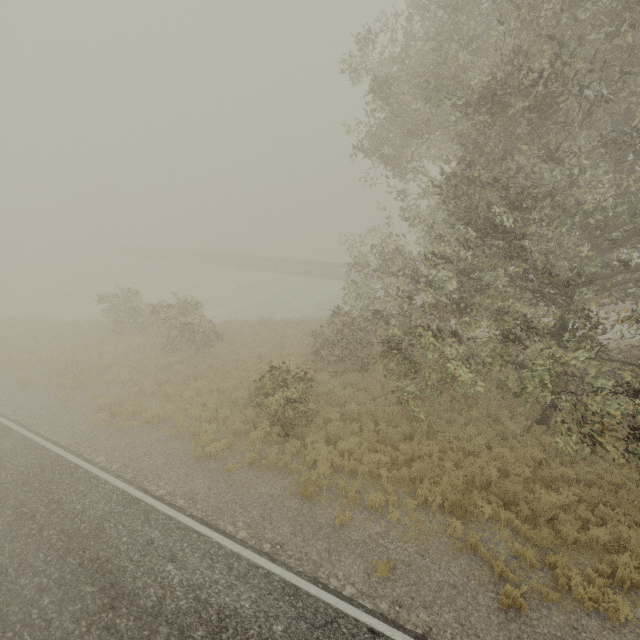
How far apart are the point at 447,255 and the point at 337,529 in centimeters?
812cm
